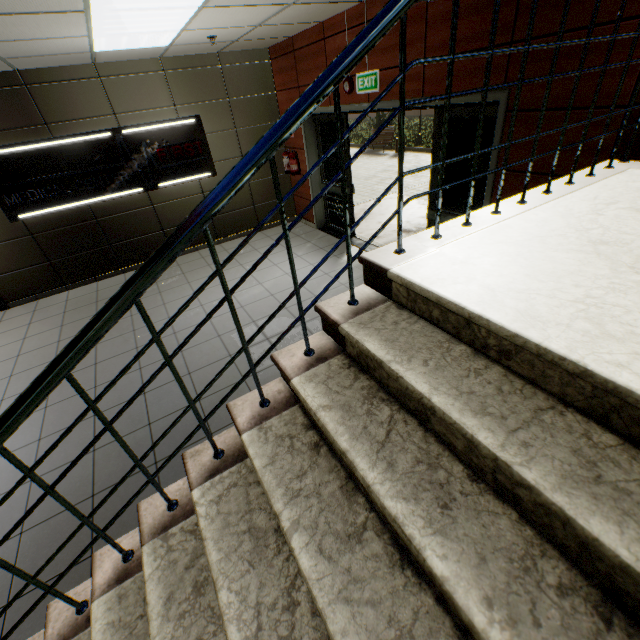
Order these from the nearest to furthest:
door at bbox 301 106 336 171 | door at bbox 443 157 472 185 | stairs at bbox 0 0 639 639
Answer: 1. stairs at bbox 0 0 639 639
2. door at bbox 443 157 472 185
3. door at bbox 301 106 336 171

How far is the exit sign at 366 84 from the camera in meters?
4.1 m

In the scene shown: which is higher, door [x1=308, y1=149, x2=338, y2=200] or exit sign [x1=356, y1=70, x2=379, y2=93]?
exit sign [x1=356, y1=70, x2=379, y2=93]

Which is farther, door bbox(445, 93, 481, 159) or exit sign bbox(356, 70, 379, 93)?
exit sign bbox(356, 70, 379, 93)

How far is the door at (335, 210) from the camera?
6.4 meters

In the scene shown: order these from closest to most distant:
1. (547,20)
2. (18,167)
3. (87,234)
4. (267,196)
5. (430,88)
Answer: (547,20)
(430,88)
(18,167)
(87,234)
(267,196)

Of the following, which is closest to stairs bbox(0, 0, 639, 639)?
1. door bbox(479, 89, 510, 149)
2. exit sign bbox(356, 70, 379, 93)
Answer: door bbox(479, 89, 510, 149)

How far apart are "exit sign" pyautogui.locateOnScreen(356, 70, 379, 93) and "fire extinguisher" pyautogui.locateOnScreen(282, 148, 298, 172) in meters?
2.3 m
